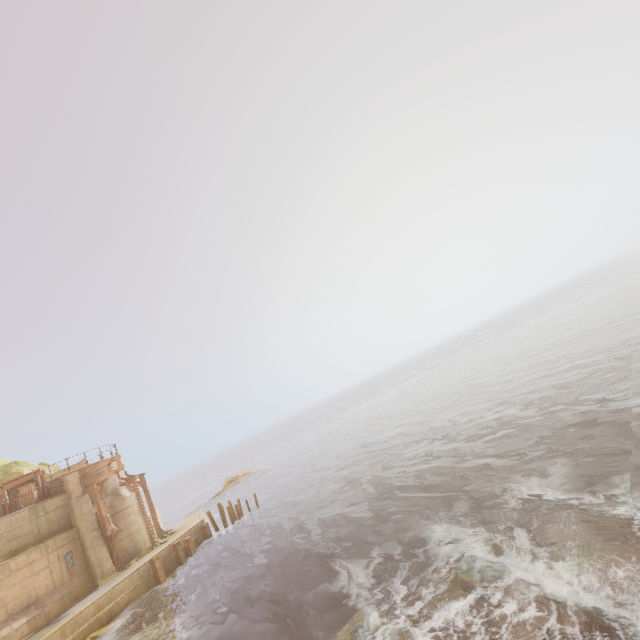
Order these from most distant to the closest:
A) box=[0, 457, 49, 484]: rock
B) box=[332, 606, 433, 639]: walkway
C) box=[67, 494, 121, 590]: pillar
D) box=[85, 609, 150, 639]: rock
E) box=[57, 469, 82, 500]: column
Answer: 1. box=[0, 457, 49, 484]: rock
2. box=[57, 469, 82, 500]: column
3. box=[67, 494, 121, 590]: pillar
4. box=[85, 609, 150, 639]: rock
5. box=[332, 606, 433, 639]: walkway

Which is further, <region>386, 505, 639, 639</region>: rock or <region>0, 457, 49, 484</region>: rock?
<region>0, 457, 49, 484</region>: rock

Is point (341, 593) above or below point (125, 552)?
below

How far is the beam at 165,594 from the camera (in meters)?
19.19

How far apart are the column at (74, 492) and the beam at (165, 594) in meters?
6.1

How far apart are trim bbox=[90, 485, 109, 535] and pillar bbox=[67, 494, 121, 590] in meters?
0.1 m

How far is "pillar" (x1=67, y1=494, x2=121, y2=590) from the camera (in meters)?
19.15

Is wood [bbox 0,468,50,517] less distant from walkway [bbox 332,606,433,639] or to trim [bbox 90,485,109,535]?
trim [bbox 90,485,109,535]
